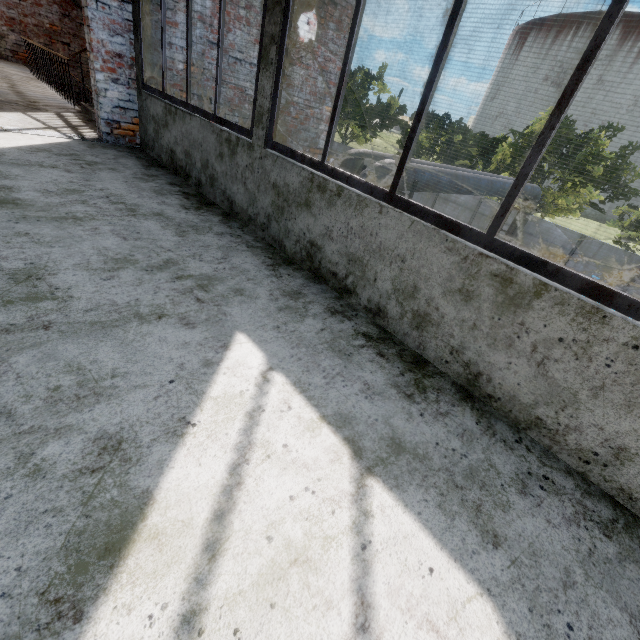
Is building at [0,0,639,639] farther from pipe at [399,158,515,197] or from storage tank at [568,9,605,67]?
storage tank at [568,9,605,67]

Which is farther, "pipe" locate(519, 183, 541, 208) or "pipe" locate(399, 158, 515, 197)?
"pipe" locate(519, 183, 541, 208)

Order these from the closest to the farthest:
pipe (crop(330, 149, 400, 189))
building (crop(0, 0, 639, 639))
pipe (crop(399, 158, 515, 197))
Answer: building (crop(0, 0, 639, 639)), pipe (crop(330, 149, 400, 189)), pipe (crop(399, 158, 515, 197))

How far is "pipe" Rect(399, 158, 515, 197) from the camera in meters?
7.0

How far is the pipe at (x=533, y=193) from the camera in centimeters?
1217cm

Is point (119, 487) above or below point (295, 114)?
below

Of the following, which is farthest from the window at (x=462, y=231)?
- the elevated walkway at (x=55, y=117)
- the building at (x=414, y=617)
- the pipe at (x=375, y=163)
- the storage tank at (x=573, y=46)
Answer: the storage tank at (x=573, y=46)

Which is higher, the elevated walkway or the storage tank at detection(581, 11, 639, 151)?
the storage tank at detection(581, 11, 639, 151)
